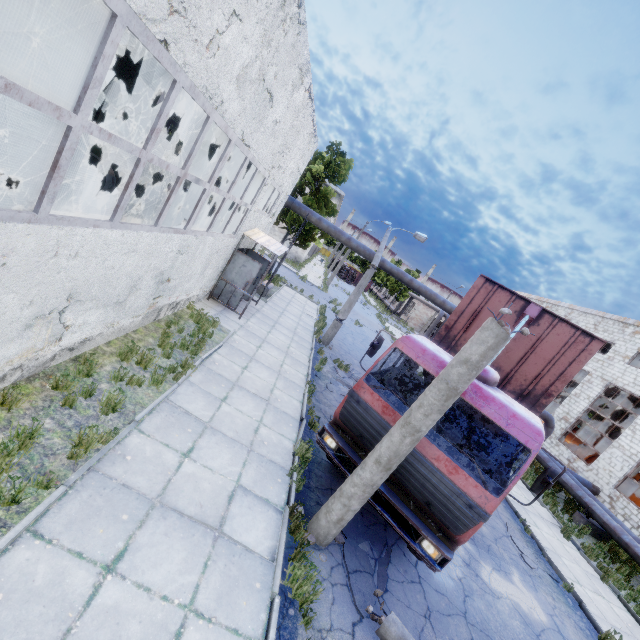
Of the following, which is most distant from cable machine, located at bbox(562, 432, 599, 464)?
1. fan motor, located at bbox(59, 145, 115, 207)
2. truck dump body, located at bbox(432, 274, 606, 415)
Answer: fan motor, located at bbox(59, 145, 115, 207)

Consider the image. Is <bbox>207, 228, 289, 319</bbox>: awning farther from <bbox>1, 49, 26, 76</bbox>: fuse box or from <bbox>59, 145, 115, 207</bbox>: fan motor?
<bbox>1, 49, 26, 76</bbox>: fuse box

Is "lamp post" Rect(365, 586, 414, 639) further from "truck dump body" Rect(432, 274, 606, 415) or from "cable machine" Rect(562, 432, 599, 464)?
"cable machine" Rect(562, 432, 599, 464)

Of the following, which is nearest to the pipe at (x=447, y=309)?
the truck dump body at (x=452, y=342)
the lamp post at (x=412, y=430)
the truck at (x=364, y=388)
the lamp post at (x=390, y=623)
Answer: the truck dump body at (x=452, y=342)

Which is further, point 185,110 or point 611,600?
point 185,110

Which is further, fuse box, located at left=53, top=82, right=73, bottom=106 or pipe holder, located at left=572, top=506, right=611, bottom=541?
fuse box, located at left=53, top=82, right=73, bottom=106

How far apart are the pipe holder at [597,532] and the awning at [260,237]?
17.39m

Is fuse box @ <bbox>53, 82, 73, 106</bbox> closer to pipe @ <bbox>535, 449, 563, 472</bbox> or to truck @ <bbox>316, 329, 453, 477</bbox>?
pipe @ <bbox>535, 449, 563, 472</bbox>
